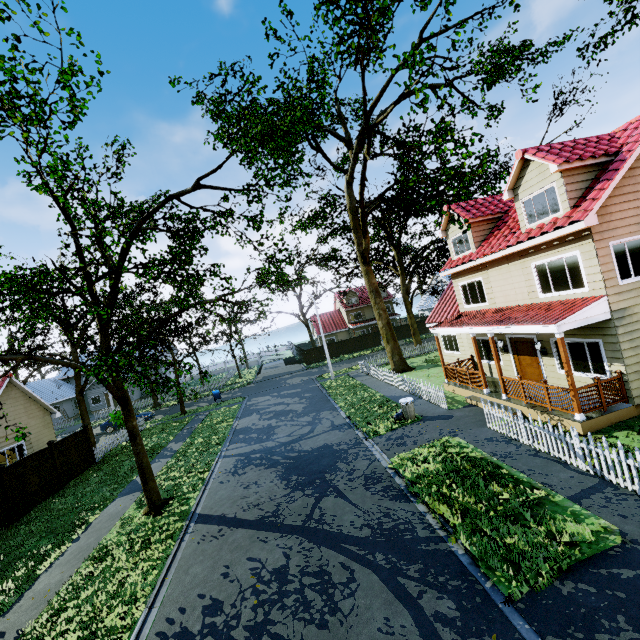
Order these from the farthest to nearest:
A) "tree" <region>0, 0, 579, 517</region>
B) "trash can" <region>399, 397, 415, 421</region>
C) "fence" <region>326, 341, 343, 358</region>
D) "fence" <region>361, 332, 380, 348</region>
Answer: "fence" <region>361, 332, 380, 348</region>
"fence" <region>326, 341, 343, 358</region>
"trash can" <region>399, 397, 415, 421</region>
"tree" <region>0, 0, 579, 517</region>

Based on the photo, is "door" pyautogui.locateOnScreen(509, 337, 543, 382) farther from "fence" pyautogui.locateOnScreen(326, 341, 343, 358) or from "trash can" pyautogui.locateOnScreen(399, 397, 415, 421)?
"trash can" pyautogui.locateOnScreen(399, 397, 415, 421)

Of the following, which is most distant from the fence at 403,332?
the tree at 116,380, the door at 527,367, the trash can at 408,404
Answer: the door at 527,367

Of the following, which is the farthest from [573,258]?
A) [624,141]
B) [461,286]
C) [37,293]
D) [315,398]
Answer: [37,293]

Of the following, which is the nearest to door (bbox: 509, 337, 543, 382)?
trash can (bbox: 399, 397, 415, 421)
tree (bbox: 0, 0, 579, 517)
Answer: trash can (bbox: 399, 397, 415, 421)

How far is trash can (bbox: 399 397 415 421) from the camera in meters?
14.3 m

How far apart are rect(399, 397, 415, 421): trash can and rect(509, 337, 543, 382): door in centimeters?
493cm
